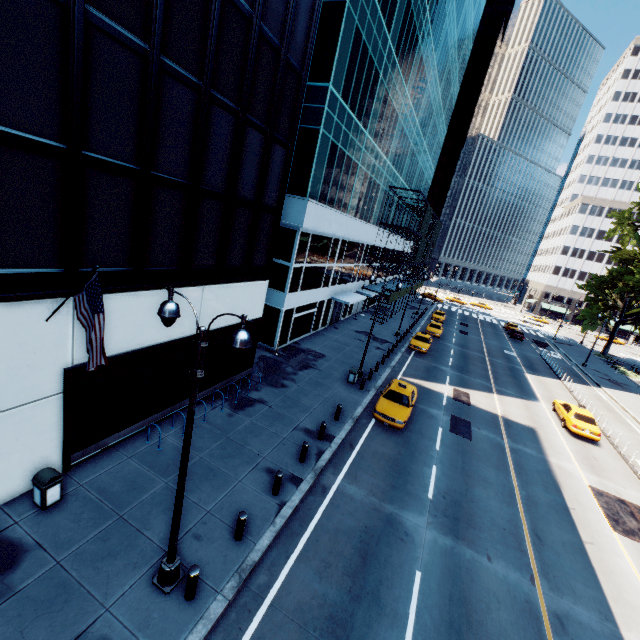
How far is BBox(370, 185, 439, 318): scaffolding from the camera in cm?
3728

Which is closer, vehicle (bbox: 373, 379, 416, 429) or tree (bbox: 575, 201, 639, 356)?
vehicle (bbox: 373, 379, 416, 429)

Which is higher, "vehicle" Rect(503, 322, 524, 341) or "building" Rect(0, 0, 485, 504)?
"building" Rect(0, 0, 485, 504)

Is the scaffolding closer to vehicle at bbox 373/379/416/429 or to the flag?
vehicle at bbox 373/379/416/429

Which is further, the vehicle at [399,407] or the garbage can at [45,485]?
the vehicle at [399,407]

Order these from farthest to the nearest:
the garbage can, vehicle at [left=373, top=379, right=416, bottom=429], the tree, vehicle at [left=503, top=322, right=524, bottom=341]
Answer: vehicle at [left=503, top=322, right=524, bottom=341], the tree, vehicle at [left=373, top=379, right=416, bottom=429], the garbage can

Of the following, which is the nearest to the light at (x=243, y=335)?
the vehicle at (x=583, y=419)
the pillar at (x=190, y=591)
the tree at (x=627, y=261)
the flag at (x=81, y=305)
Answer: the pillar at (x=190, y=591)

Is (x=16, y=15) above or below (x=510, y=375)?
above
